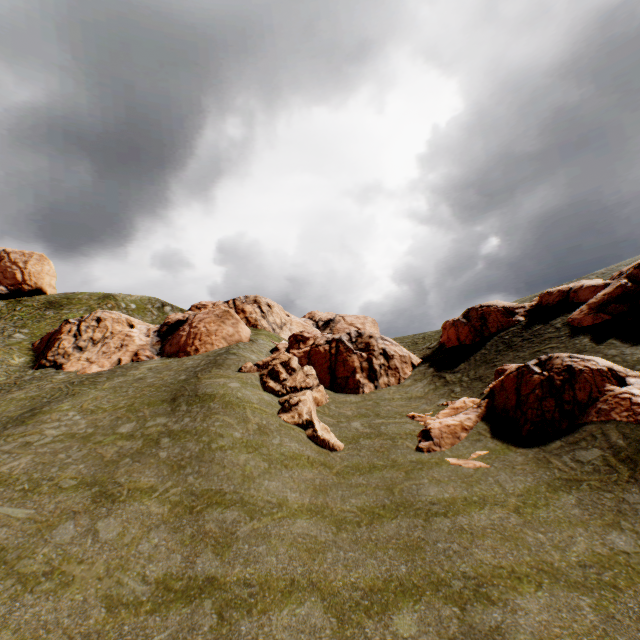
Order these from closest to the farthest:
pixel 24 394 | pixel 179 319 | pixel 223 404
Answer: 1. pixel 223 404
2. pixel 24 394
3. pixel 179 319

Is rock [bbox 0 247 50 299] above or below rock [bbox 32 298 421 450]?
above

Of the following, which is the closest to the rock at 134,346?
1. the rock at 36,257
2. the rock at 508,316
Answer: the rock at 508,316

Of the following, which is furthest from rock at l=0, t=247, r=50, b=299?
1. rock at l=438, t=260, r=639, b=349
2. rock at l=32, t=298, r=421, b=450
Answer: rock at l=32, t=298, r=421, b=450

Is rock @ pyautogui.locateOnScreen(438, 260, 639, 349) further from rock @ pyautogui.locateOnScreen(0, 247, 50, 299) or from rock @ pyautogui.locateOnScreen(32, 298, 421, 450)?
rock @ pyautogui.locateOnScreen(0, 247, 50, 299)

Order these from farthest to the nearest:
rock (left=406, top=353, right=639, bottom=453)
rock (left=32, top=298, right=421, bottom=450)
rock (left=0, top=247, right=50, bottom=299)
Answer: rock (left=0, top=247, right=50, bottom=299) < rock (left=32, top=298, right=421, bottom=450) < rock (left=406, top=353, right=639, bottom=453)

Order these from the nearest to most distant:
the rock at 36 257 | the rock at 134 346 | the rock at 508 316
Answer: the rock at 508 316 → the rock at 134 346 → the rock at 36 257
